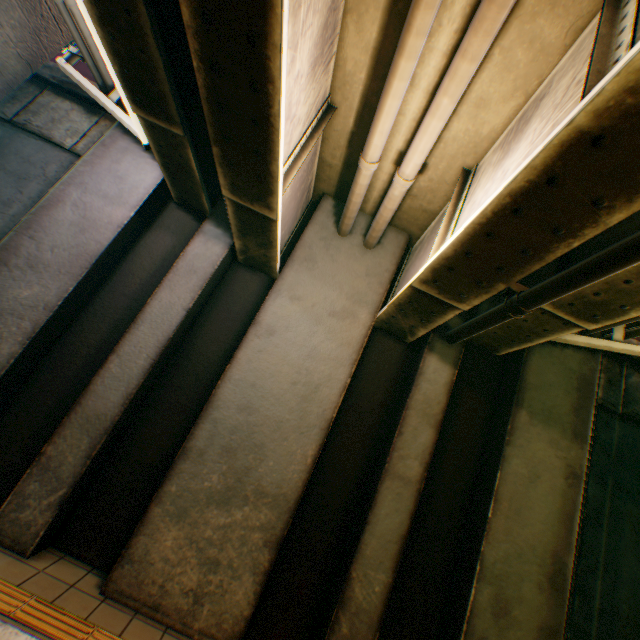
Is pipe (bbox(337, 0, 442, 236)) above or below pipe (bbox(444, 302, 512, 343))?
above

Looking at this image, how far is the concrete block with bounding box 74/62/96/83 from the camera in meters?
6.7 m

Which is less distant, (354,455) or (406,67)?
(406,67)

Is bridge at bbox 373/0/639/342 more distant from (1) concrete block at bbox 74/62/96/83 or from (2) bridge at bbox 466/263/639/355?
(1) concrete block at bbox 74/62/96/83

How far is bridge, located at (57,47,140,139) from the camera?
4.5 meters

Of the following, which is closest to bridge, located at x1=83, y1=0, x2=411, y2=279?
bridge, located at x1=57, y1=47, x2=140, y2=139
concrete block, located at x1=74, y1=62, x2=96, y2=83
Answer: bridge, located at x1=57, y1=47, x2=140, y2=139

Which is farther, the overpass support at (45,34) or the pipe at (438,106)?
the overpass support at (45,34)

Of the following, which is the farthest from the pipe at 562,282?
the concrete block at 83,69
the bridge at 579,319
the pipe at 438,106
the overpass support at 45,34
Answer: the concrete block at 83,69
